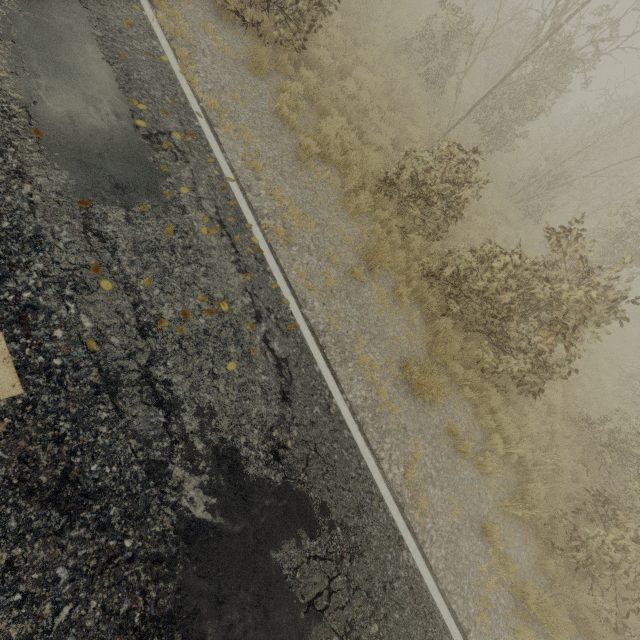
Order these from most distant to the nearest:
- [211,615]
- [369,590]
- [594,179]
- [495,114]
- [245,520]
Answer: [495,114] → [594,179] → [369,590] → [245,520] → [211,615]

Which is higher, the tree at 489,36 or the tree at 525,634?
the tree at 489,36

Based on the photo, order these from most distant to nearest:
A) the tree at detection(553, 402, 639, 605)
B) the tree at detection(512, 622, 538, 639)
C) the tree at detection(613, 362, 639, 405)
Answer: the tree at detection(613, 362, 639, 405) < the tree at detection(553, 402, 639, 605) < the tree at detection(512, 622, 538, 639)

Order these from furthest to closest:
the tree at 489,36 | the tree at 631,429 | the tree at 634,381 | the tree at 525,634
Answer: the tree at 634,381, the tree at 489,36, the tree at 631,429, the tree at 525,634

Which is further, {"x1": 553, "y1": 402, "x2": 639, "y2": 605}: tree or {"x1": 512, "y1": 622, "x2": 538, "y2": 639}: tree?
{"x1": 553, "y1": 402, "x2": 639, "y2": 605}: tree

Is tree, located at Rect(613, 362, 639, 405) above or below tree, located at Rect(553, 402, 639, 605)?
below
